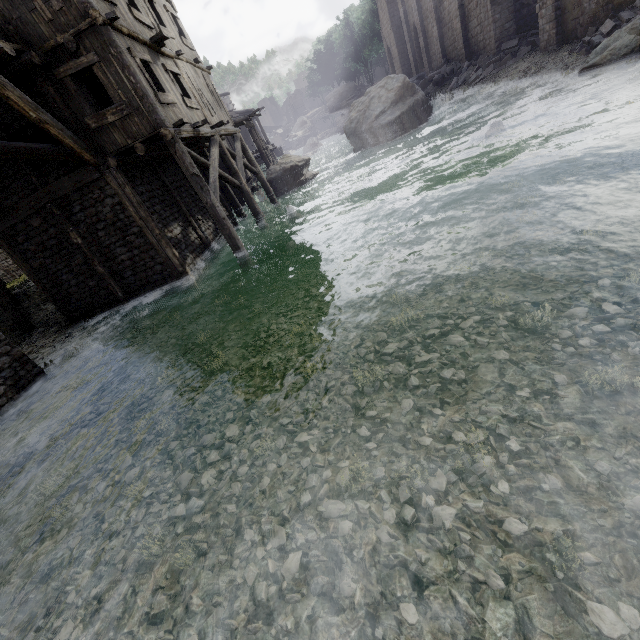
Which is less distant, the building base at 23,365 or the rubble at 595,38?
the building base at 23,365

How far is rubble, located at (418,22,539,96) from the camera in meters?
19.3 m

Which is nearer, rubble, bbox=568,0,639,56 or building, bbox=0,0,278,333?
building, bbox=0,0,278,333

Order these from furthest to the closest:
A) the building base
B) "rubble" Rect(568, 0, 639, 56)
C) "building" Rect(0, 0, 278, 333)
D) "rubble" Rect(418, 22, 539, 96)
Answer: "rubble" Rect(418, 22, 539, 96) < "rubble" Rect(568, 0, 639, 56) < "building" Rect(0, 0, 278, 333) < the building base

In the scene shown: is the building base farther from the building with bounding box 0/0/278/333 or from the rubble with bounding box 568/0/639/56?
the rubble with bounding box 568/0/639/56

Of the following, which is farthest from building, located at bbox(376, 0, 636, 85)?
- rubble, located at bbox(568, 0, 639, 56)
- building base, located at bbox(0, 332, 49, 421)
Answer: building base, located at bbox(0, 332, 49, 421)

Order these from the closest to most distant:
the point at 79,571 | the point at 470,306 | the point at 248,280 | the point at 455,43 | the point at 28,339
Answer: the point at 79,571, the point at 470,306, the point at 248,280, the point at 28,339, the point at 455,43

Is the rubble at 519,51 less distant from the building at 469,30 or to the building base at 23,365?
the building at 469,30
